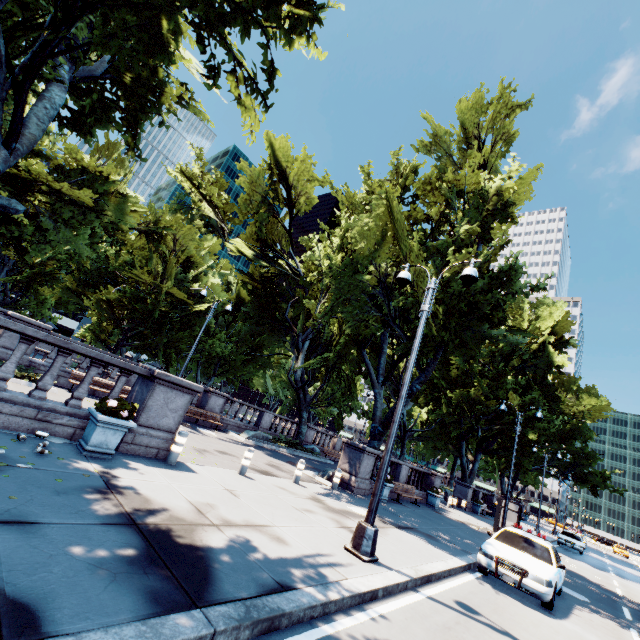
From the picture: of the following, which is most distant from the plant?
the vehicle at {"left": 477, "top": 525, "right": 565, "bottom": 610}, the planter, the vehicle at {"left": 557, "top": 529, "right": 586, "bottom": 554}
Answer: A: the vehicle at {"left": 557, "top": 529, "right": 586, "bottom": 554}

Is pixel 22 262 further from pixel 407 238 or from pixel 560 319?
pixel 560 319

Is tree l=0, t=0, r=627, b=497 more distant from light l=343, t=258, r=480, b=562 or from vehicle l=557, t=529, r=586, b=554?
vehicle l=557, t=529, r=586, b=554

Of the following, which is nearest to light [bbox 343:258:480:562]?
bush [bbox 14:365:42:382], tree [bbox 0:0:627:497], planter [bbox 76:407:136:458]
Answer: tree [bbox 0:0:627:497]

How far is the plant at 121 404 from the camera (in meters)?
6.96

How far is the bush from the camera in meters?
12.5

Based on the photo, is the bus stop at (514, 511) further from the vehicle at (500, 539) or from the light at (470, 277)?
the light at (470, 277)

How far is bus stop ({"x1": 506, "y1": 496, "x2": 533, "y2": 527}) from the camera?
19.45m
